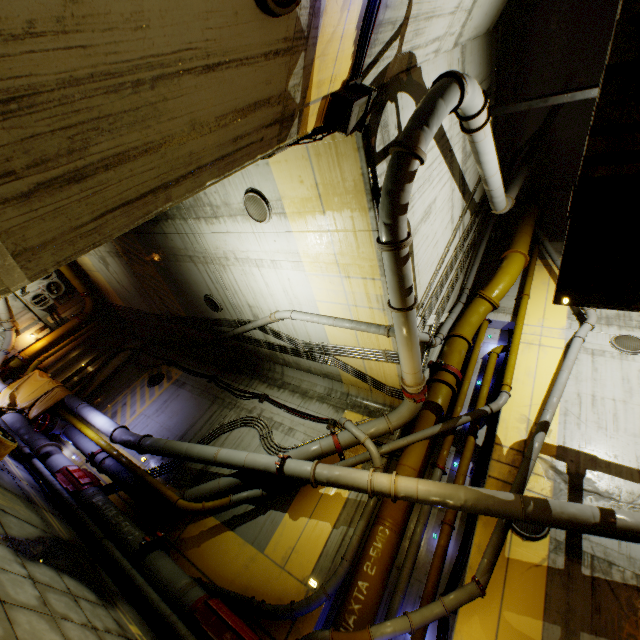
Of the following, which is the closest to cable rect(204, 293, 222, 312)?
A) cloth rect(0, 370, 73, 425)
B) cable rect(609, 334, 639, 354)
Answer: cloth rect(0, 370, 73, 425)

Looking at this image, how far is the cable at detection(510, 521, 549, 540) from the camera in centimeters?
674cm

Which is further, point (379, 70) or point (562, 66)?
point (562, 66)

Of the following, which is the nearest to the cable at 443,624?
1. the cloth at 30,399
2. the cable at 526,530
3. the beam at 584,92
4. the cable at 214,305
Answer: the cable at 526,530

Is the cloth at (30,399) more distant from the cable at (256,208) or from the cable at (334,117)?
the cable at (256,208)

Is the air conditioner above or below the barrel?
above

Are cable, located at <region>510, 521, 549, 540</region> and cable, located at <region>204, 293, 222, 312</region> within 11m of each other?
yes

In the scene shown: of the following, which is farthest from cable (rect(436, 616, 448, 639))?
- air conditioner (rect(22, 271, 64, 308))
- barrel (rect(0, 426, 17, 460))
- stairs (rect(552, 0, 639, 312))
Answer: air conditioner (rect(22, 271, 64, 308))
